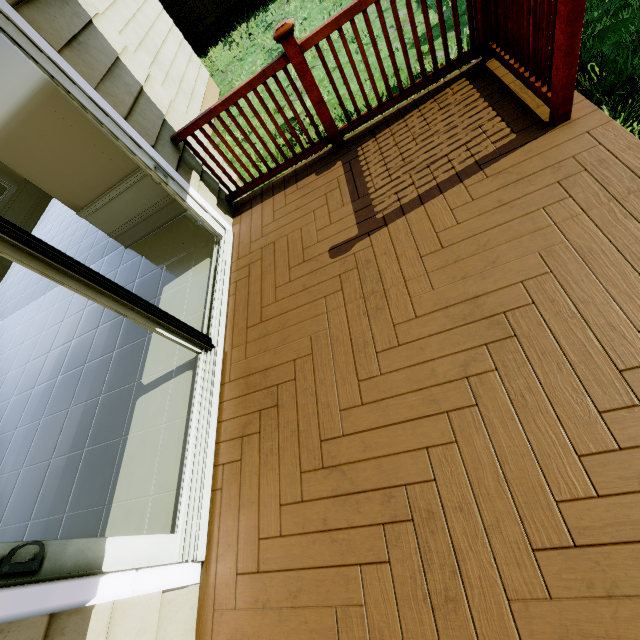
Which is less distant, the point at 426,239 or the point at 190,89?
the point at 426,239

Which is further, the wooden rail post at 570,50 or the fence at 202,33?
the fence at 202,33

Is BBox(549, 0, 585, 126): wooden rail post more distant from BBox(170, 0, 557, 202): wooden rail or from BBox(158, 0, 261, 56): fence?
BBox(158, 0, 261, 56): fence

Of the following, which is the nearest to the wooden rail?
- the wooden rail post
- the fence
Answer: the wooden rail post

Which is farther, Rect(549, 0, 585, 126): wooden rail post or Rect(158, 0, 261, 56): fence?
Rect(158, 0, 261, 56): fence

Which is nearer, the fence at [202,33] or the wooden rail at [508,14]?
the wooden rail at [508,14]
